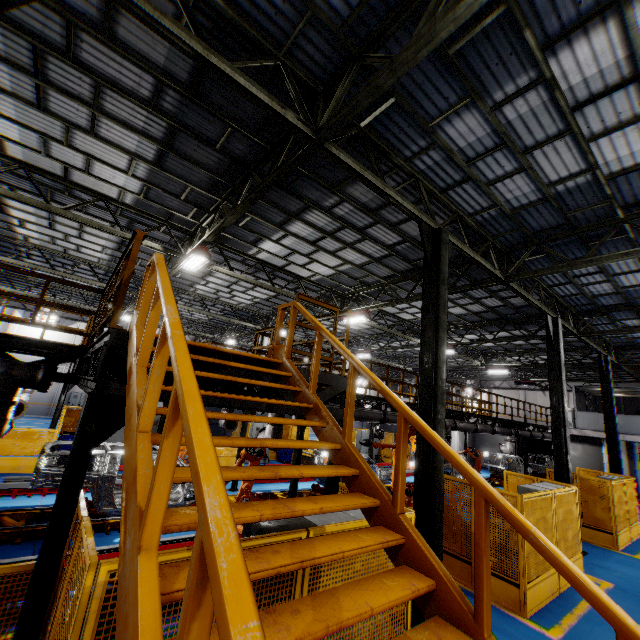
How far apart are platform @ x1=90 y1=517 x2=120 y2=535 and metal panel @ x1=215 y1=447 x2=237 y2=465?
4.6m

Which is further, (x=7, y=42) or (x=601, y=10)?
(x=7, y=42)

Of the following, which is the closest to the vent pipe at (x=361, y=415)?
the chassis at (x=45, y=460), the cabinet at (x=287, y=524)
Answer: the chassis at (x=45, y=460)

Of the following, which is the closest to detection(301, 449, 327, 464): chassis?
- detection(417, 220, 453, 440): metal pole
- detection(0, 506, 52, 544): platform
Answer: detection(0, 506, 52, 544): platform

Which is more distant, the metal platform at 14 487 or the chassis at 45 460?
the metal platform at 14 487

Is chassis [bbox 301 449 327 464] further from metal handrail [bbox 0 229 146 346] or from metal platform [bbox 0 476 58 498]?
metal handrail [bbox 0 229 146 346]

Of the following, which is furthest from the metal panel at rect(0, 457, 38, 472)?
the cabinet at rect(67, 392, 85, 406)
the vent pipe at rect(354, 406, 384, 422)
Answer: the cabinet at rect(67, 392, 85, 406)

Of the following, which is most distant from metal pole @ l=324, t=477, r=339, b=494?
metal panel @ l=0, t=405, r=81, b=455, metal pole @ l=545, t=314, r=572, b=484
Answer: metal pole @ l=545, t=314, r=572, b=484
